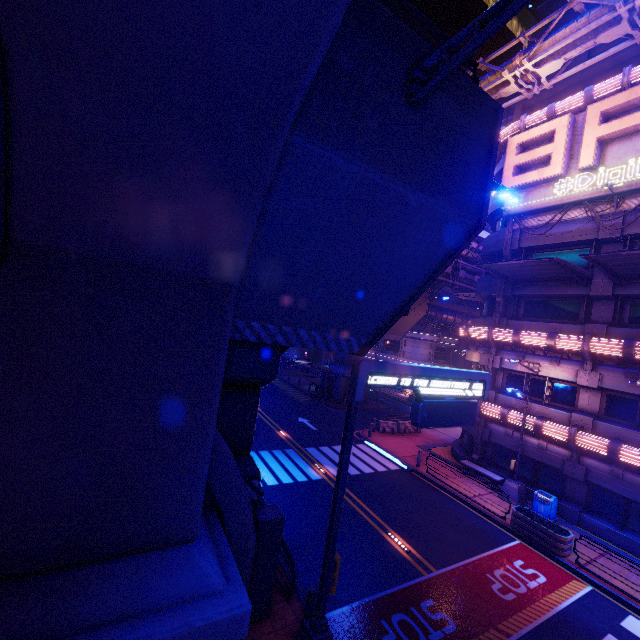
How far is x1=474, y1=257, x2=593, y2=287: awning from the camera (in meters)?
15.61

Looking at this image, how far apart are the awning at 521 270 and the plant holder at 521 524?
11.49m

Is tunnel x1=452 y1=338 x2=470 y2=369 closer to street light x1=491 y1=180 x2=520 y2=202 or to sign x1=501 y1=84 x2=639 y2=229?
sign x1=501 y1=84 x2=639 y2=229

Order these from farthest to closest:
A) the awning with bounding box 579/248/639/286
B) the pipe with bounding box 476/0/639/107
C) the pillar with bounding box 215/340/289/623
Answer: the pipe with bounding box 476/0/639/107
the awning with bounding box 579/248/639/286
the pillar with bounding box 215/340/289/623

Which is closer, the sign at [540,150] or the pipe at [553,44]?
the pipe at [553,44]

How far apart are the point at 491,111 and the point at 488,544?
15.9 meters

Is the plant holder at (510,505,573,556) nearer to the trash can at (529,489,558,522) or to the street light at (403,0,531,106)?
the trash can at (529,489,558,522)

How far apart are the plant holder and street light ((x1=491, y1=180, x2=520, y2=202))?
13.5m
